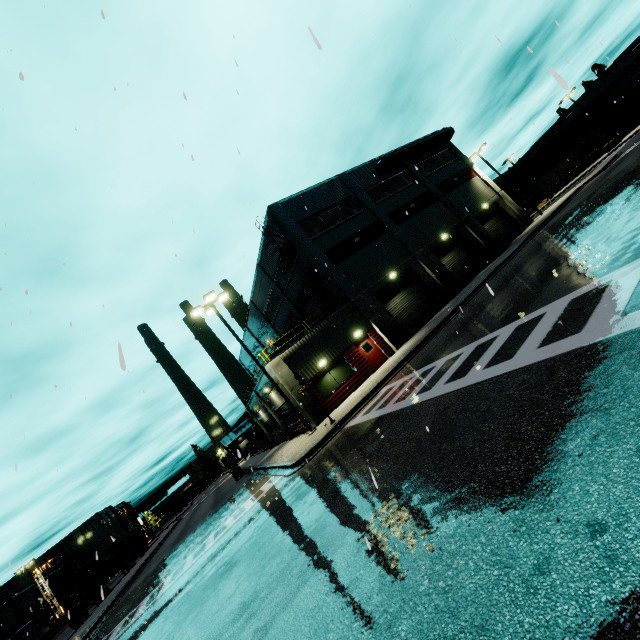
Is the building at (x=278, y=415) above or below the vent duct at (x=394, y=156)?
below

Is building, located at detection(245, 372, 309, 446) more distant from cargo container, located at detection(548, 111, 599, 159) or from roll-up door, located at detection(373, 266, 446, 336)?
cargo container, located at detection(548, 111, 599, 159)

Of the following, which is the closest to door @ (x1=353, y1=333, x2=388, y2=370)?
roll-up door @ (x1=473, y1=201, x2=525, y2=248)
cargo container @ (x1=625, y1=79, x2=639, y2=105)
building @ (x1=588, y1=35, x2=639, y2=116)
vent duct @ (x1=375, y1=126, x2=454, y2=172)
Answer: building @ (x1=588, y1=35, x2=639, y2=116)

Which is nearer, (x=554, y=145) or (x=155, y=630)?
(x=155, y=630)

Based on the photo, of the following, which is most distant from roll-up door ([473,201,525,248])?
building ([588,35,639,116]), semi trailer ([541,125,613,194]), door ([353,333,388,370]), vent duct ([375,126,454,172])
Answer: door ([353,333,388,370])

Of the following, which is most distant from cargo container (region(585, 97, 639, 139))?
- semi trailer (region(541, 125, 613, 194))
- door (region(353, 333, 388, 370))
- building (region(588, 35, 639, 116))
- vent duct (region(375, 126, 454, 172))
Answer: door (region(353, 333, 388, 370))

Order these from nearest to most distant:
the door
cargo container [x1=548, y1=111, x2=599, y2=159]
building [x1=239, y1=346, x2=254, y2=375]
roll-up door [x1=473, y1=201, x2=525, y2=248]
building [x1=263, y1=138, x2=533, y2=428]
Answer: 1. building [x1=263, y1=138, x2=533, y2=428]
2. the door
3. roll-up door [x1=473, y1=201, x2=525, y2=248]
4. building [x1=239, y1=346, x2=254, y2=375]
5. cargo container [x1=548, y1=111, x2=599, y2=159]

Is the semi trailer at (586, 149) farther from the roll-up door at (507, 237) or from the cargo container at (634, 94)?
the roll-up door at (507, 237)
